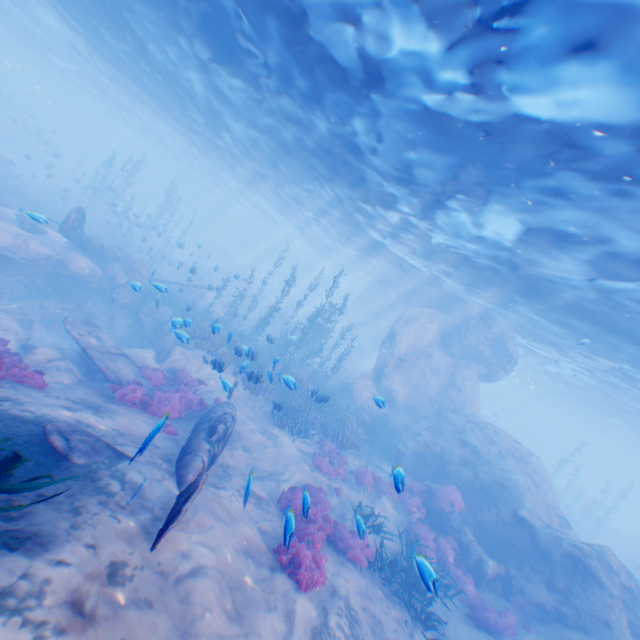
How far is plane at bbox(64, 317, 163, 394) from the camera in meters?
10.9

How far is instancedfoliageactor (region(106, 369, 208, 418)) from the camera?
10.27m

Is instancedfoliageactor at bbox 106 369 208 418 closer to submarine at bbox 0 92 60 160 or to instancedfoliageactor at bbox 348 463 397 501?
instancedfoliageactor at bbox 348 463 397 501

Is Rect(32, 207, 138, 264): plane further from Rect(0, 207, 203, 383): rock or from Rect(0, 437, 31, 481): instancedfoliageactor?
Rect(0, 437, 31, 481): instancedfoliageactor

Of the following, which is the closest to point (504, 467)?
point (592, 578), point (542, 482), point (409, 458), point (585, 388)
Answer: point (542, 482)

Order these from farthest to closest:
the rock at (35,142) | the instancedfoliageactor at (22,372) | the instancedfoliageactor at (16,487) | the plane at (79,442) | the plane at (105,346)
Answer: the rock at (35,142) → the plane at (105,346) → the instancedfoliageactor at (22,372) → the plane at (79,442) → the instancedfoliageactor at (16,487)

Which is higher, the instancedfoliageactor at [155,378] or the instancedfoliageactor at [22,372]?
the instancedfoliageactor at [22,372]

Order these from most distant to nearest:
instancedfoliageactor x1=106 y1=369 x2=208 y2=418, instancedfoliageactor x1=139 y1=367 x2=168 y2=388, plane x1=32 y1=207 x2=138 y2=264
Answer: plane x1=32 y1=207 x2=138 y2=264
instancedfoliageactor x1=139 y1=367 x2=168 y2=388
instancedfoliageactor x1=106 y1=369 x2=208 y2=418
